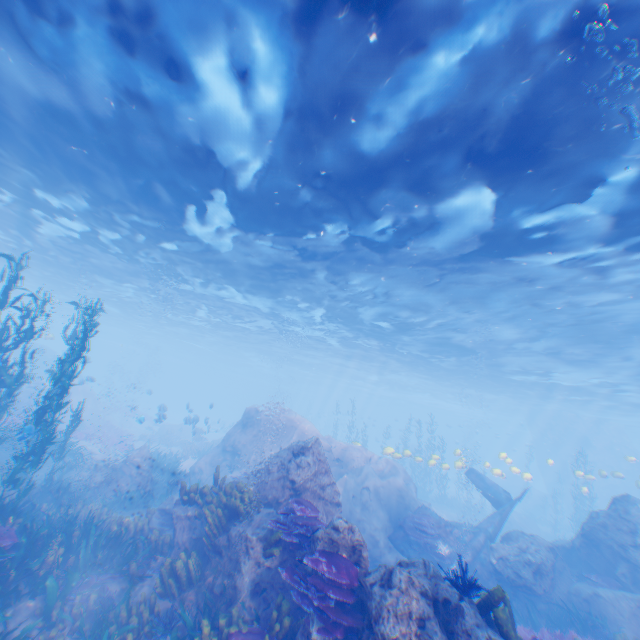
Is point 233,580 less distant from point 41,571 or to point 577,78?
point 41,571

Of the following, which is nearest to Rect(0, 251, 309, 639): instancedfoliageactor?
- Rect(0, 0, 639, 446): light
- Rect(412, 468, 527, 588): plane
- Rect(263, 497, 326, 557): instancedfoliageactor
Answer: Rect(412, 468, 527, 588): plane

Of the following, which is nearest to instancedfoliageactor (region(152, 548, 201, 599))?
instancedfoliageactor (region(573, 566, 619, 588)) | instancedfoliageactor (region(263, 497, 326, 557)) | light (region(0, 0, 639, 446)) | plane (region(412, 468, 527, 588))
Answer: plane (region(412, 468, 527, 588))

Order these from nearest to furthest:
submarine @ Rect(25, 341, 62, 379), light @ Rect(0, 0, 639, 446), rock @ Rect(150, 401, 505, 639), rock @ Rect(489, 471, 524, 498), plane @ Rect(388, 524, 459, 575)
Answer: rock @ Rect(150, 401, 505, 639), light @ Rect(0, 0, 639, 446), plane @ Rect(388, 524, 459, 575), rock @ Rect(489, 471, 524, 498), submarine @ Rect(25, 341, 62, 379)

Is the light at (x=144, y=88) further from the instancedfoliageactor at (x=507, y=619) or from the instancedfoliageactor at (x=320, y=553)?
the instancedfoliageactor at (x=320, y=553)

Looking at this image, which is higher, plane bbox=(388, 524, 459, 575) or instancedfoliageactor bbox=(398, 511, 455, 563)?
instancedfoliageactor bbox=(398, 511, 455, 563)

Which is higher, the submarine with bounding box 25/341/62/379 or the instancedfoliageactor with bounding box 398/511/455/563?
the submarine with bounding box 25/341/62/379

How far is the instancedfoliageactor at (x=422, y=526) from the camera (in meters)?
13.28
